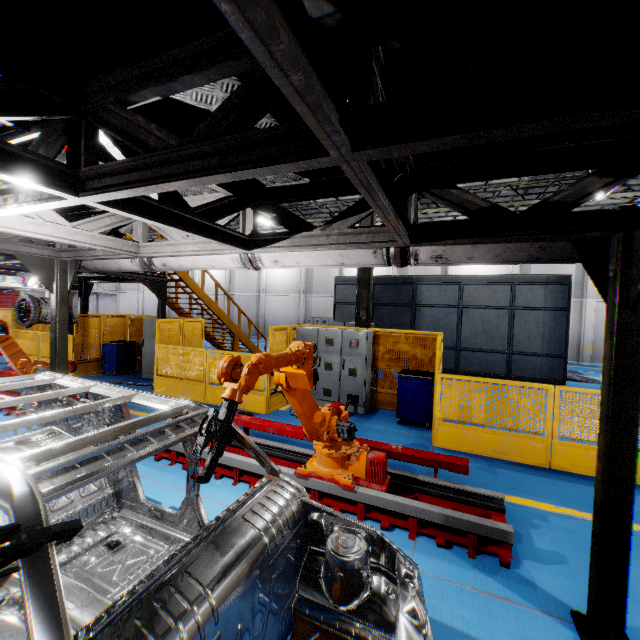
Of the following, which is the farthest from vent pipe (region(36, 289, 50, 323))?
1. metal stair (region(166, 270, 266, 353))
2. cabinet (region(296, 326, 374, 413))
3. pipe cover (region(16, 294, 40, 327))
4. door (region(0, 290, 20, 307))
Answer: door (region(0, 290, 20, 307))

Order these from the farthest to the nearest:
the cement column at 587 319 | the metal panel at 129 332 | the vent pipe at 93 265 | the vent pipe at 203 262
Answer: the cement column at 587 319
the metal panel at 129 332
the vent pipe at 93 265
the vent pipe at 203 262

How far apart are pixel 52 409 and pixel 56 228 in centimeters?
220cm

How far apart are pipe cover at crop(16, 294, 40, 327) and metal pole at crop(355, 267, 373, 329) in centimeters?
758cm

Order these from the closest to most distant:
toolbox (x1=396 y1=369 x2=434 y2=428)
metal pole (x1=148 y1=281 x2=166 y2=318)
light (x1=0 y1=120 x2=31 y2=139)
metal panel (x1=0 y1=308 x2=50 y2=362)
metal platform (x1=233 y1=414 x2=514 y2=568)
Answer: light (x1=0 y1=120 x2=31 y2=139)
metal platform (x1=233 y1=414 x2=514 y2=568)
toolbox (x1=396 y1=369 x2=434 y2=428)
metal pole (x1=148 y1=281 x2=166 y2=318)
metal panel (x1=0 y1=308 x2=50 y2=362)

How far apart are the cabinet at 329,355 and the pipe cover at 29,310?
5.6 meters

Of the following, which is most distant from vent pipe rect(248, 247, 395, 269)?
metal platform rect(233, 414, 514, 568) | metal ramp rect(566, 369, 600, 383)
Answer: metal ramp rect(566, 369, 600, 383)

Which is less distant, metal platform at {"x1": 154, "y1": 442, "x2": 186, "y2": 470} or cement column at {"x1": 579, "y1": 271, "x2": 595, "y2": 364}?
metal platform at {"x1": 154, "y1": 442, "x2": 186, "y2": 470}
